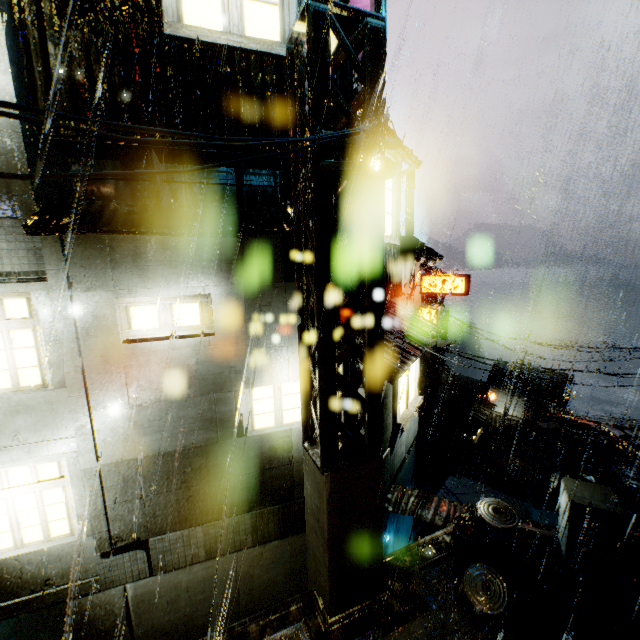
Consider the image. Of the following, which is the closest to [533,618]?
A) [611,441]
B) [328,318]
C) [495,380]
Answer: [328,318]

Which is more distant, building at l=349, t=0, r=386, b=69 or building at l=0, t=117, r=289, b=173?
building at l=349, t=0, r=386, b=69

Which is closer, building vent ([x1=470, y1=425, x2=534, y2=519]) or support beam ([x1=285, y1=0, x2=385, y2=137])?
Answer: support beam ([x1=285, y1=0, x2=385, y2=137])

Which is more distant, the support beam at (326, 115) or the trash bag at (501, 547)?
the trash bag at (501, 547)

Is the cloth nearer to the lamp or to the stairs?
the stairs

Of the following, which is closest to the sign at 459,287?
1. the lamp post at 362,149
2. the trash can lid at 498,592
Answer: the trash can lid at 498,592

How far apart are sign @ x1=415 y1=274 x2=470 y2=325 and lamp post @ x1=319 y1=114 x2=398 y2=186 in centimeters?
2182cm

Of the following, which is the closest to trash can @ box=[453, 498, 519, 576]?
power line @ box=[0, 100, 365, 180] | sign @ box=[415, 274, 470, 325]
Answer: power line @ box=[0, 100, 365, 180]
